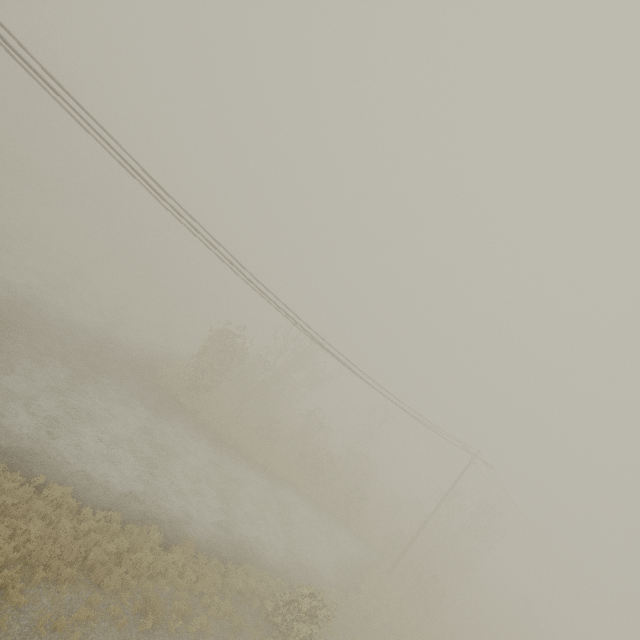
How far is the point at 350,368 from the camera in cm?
1493
